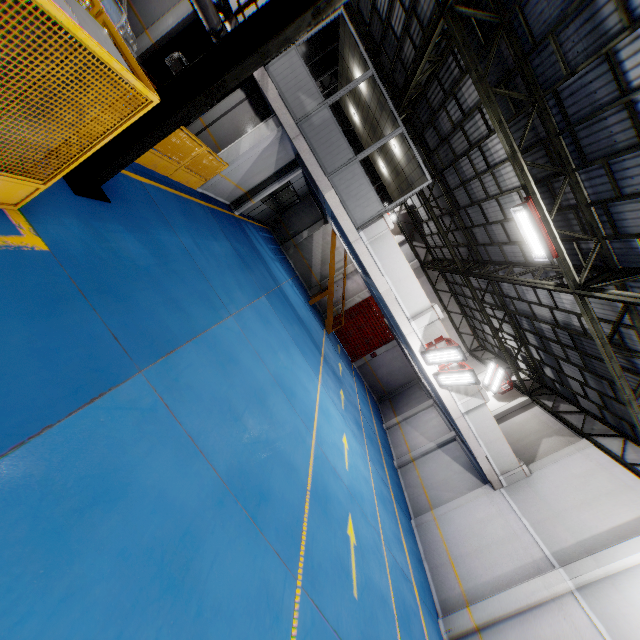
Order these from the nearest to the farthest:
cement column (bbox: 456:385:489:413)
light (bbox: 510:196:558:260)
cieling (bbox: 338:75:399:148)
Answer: light (bbox: 510:196:558:260) → cieling (bbox: 338:75:399:148) → cement column (bbox: 456:385:489:413)

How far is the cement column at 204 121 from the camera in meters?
14.1

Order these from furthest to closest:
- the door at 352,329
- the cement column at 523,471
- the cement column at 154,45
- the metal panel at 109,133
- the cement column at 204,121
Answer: the door at 352,329 → the cement column at 204,121 → the cement column at 154,45 → the cement column at 523,471 → the metal panel at 109,133

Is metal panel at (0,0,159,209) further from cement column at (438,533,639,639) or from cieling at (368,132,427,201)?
cement column at (438,533,639,639)

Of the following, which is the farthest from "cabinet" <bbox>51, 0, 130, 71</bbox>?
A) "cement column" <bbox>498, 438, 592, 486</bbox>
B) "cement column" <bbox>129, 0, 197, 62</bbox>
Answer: "cement column" <bbox>498, 438, 592, 486</bbox>

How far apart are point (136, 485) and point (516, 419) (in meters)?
17.88

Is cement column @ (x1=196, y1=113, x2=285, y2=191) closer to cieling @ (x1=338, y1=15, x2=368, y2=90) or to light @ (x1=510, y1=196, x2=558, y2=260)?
cieling @ (x1=338, y1=15, x2=368, y2=90)

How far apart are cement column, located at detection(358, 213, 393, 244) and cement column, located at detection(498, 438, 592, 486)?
10.8m
